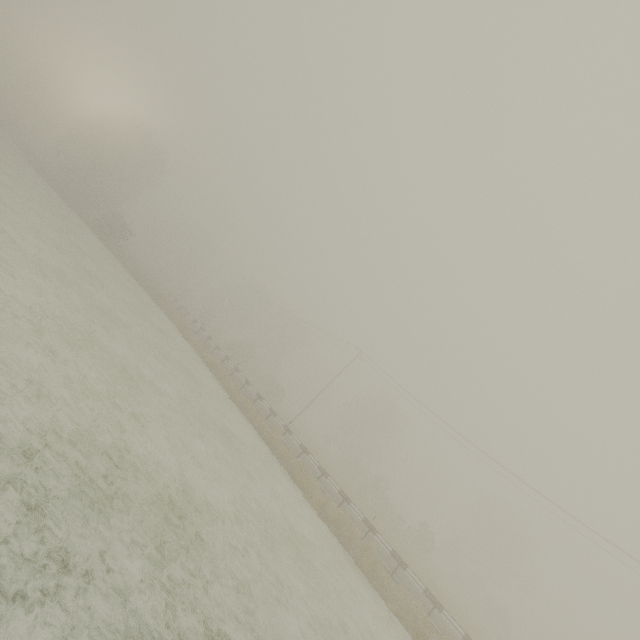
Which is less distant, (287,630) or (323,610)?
(287,630)
